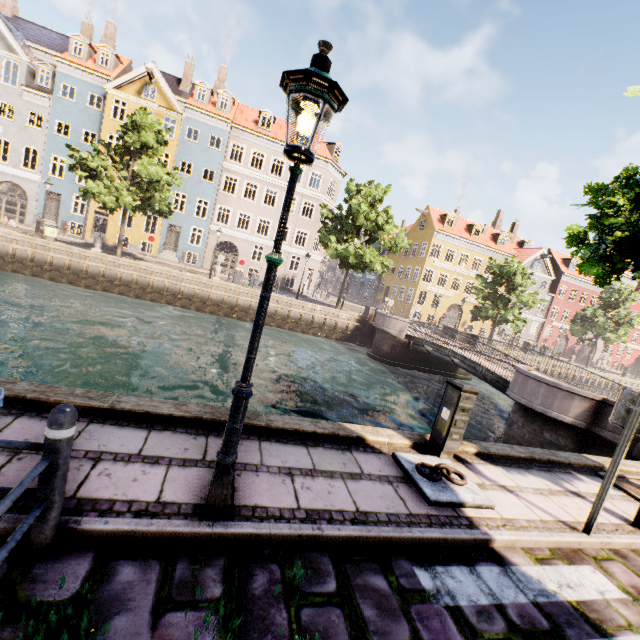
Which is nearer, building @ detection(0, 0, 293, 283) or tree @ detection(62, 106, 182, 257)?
tree @ detection(62, 106, 182, 257)

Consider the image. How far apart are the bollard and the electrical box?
4.6m

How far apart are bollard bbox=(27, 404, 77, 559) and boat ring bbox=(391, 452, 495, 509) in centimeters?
362cm

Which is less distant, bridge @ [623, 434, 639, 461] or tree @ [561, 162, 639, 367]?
tree @ [561, 162, 639, 367]

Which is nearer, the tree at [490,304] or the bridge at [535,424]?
the bridge at [535,424]

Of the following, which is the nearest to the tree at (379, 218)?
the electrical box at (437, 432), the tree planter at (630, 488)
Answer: the tree planter at (630, 488)

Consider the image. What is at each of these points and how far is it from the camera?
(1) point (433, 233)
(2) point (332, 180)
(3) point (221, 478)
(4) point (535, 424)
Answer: (1) building, 37.4m
(2) building, 34.4m
(3) street light, 2.8m
(4) bridge, 10.8m

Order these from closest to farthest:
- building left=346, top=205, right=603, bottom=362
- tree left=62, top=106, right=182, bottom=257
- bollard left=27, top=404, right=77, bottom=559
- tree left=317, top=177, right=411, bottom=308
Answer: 1. bollard left=27, top=404, right=77, bottom=559
2. tree left=62, top=106, right=182, bottom=257
3. tree left=317, top=177, right=411, bottom=308
4. building left=346, top=205, right=603, bottom=362
